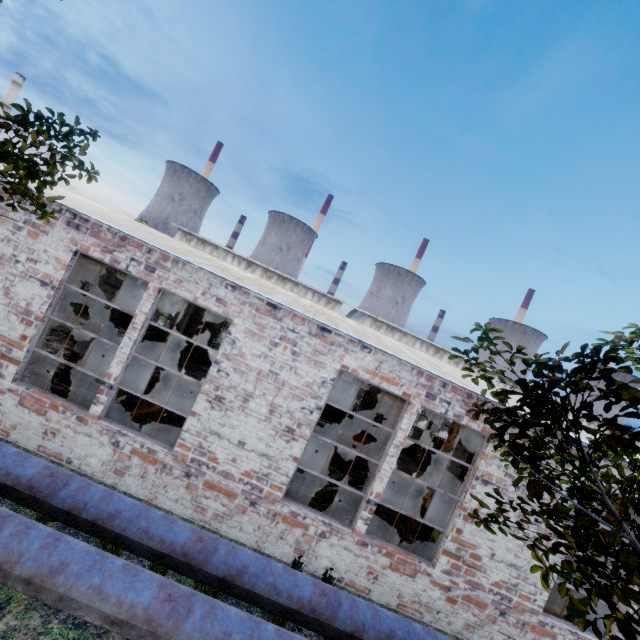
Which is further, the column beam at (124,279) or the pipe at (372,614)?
the column beam at (124,279)

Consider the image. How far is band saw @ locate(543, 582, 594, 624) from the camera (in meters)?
7.92

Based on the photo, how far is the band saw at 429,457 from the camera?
Result: 17.3m

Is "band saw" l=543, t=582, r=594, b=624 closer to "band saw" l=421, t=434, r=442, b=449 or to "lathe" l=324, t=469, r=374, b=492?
"lathe" l=324, t=469, r=374, b=492

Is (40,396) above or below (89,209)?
below

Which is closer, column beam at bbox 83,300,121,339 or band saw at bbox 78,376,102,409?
band saw at bbox 78,376,102,409

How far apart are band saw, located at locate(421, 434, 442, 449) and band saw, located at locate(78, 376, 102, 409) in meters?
14.3 m

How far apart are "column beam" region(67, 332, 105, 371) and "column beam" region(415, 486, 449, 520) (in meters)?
11.32
